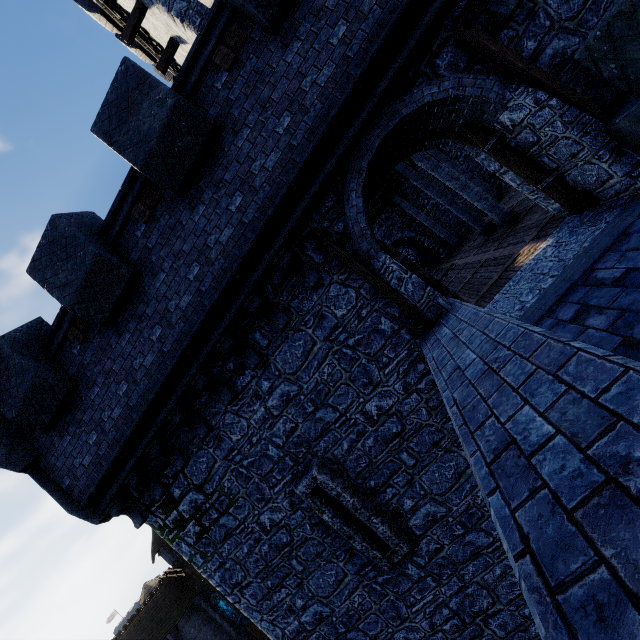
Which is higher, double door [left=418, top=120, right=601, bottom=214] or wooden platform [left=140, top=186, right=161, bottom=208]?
wooden platform [left=140, top=186, right=161, bottom=208]

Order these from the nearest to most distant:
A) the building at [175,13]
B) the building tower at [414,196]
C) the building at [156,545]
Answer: the building at [175,13] → the building tower at [414,196] → the building at [156,545]

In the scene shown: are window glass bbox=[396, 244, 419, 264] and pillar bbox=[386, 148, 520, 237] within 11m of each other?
yes

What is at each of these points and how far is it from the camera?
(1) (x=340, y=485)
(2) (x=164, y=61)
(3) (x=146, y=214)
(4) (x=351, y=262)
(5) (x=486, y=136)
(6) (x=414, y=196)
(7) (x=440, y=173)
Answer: (1) window slit, 6.2 meters
(2) wooden beam, 13.4 meters
(3) wooden platform, 5.9 meters
(4) double door, 5.6 meters
(5) double door, 5.7 meters
(6) building tower, 22.0 meters
(7) pillar, 11.3 meters

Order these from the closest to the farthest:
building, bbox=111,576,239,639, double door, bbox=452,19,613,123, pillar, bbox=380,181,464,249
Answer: double door, bbox=452,19,613,123 → pillar, bbox=380,181,464,249 → building, bbox=111,576,239,639

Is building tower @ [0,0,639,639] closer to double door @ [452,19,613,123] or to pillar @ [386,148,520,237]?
double door @ [452,19,613,123]

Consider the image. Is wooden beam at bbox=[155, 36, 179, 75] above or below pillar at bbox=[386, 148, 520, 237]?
above

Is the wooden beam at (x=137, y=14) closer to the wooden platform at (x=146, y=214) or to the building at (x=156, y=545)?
the wooden platform at (x=146, y=214)
